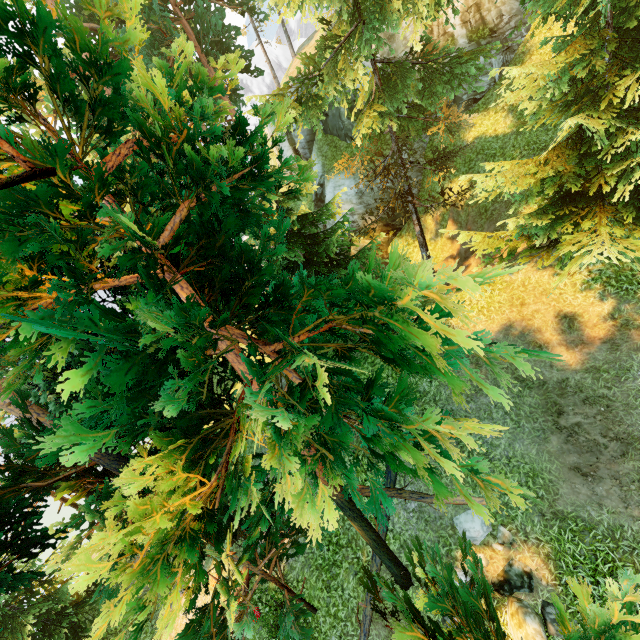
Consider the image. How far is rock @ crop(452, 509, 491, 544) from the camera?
8.77m

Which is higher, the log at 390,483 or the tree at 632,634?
the tree at 632,634

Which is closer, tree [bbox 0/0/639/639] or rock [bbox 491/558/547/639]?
tree [bbox 0/0/639/639]

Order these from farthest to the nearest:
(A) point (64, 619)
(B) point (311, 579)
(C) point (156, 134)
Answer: (C) point (156, 134), (A) point (64, 619), (B) point (311, 579)

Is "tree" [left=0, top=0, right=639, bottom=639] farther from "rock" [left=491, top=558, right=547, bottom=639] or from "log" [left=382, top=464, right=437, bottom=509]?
"rock" [left=491, top=558, right=547, bottom=639]

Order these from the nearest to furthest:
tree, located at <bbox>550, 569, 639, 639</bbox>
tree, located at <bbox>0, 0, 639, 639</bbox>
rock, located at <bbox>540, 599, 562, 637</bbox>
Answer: tree, located at <bbox>0, 0, 639, 639</bbox> < tree, located at <bbox>550, 569, 639, 639</bbox> < rock, located at <bbox>540, 599, 562, 637</bbox>

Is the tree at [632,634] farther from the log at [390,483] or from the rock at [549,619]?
the rock at [549,619]

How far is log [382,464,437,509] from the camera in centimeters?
988cm
